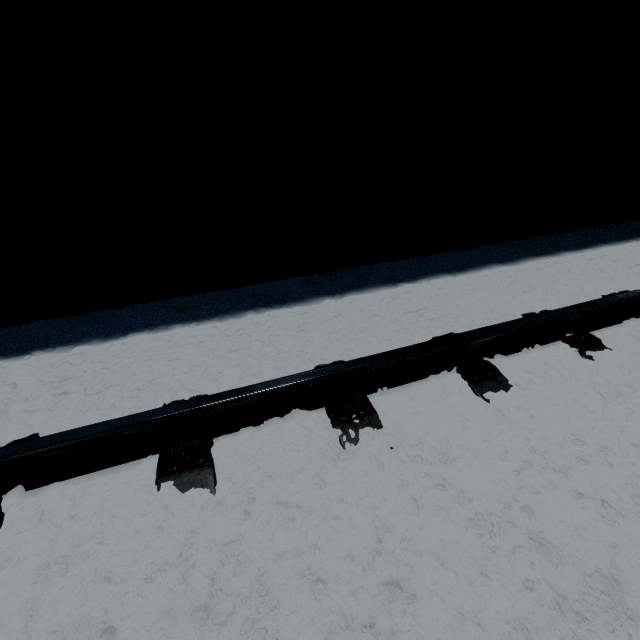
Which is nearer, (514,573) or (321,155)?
(514,573)
